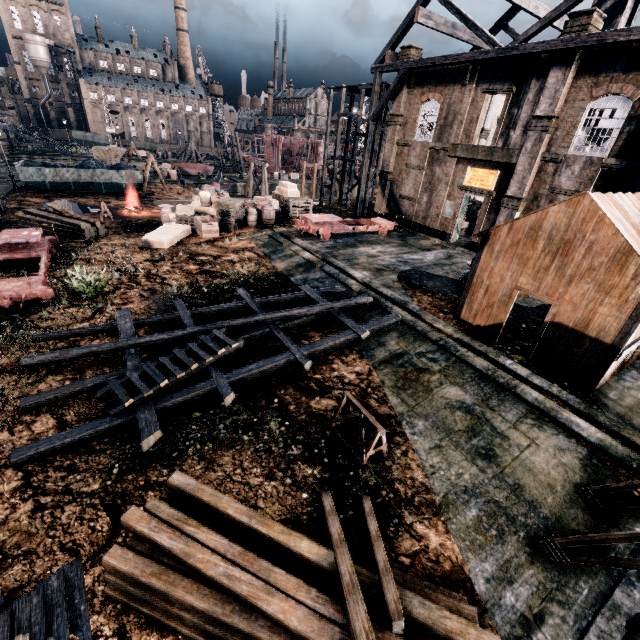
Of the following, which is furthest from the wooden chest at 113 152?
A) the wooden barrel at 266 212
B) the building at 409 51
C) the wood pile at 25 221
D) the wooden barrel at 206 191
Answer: the building at 409 51

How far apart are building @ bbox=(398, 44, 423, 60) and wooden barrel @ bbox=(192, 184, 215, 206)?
18.39m

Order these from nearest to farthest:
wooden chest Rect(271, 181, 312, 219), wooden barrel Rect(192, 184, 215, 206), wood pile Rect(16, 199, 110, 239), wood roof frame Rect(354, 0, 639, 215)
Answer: wood roof frame Rect(354, 0, 639, 215) < wood pile Rect(16, 199, 110, 239) < wooden barrel Rect(192, 184, 215, 206) < wooden chest Rect(271, 181, 312, 219)

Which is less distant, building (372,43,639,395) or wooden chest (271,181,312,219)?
building (372,43,639,395)

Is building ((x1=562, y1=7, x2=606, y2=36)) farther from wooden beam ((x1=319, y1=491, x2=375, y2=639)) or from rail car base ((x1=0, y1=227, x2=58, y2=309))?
rail car base ((x1=0, y1=227, x2=58, y2=309))

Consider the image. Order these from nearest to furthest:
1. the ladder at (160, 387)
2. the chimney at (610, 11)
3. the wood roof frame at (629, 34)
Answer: the ladder at (160, 387), the wood roof frame at (629, 34), the chimney at (610, 11)

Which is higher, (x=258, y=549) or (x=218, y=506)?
(x=218, y=506)

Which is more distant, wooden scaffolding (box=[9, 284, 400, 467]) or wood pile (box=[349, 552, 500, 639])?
wooden scaffolding (box=[9, 284, 400, 467])
